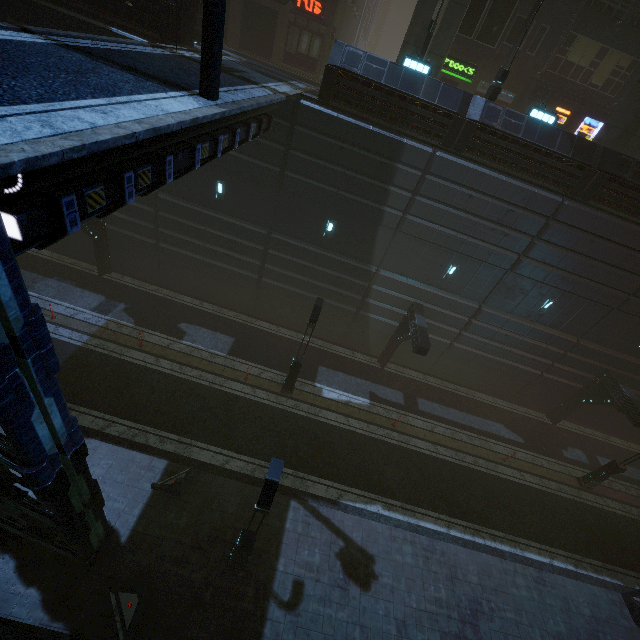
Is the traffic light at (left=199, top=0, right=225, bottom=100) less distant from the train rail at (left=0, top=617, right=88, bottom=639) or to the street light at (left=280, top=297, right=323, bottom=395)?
the street light at (left=280, top=297, right=323, bottom=395)

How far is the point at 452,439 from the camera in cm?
1762

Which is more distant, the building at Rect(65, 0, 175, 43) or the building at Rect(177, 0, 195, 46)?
the building at Rect(177, 0, 195, 46)

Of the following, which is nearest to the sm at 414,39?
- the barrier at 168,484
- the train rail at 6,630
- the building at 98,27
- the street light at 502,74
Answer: the street light at 502,74

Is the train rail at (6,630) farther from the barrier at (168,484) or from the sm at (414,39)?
the sm at (414,39)

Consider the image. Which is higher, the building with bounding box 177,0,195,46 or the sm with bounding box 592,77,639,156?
the sm with bounding box 592,77,639,156

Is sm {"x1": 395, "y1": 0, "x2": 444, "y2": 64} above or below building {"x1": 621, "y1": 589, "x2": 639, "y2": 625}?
above

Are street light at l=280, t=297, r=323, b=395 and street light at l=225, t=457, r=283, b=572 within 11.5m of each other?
yes
